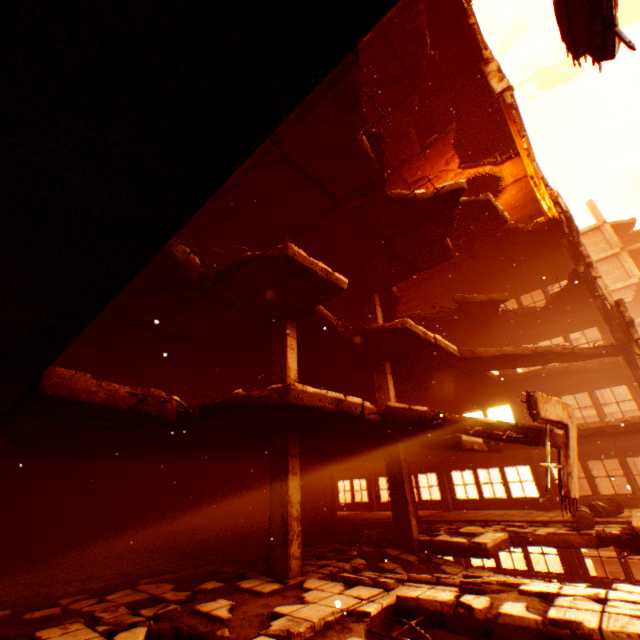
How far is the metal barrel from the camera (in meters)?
14.62

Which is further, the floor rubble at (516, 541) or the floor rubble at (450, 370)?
the floor rubble at (450, 370)

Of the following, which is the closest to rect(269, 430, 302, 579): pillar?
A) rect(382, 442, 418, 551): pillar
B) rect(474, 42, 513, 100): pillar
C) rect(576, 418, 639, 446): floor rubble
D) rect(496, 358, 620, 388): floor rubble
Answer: rect(382, 442, 418, 551): pillar

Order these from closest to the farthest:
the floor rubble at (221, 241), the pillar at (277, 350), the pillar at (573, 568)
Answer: the floor rubble at (221, 241)
the pillar at (277, 350)
the pillar at (573, 568)

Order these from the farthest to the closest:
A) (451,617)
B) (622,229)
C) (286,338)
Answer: (622,229), (286,338), (451,617)

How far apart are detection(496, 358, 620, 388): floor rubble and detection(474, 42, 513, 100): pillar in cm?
1189

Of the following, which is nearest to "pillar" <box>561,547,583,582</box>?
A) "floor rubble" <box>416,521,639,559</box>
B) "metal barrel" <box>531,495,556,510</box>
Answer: "metal barrel" <box>531,495,556,510</box>

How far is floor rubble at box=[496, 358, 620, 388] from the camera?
15.0 meters
